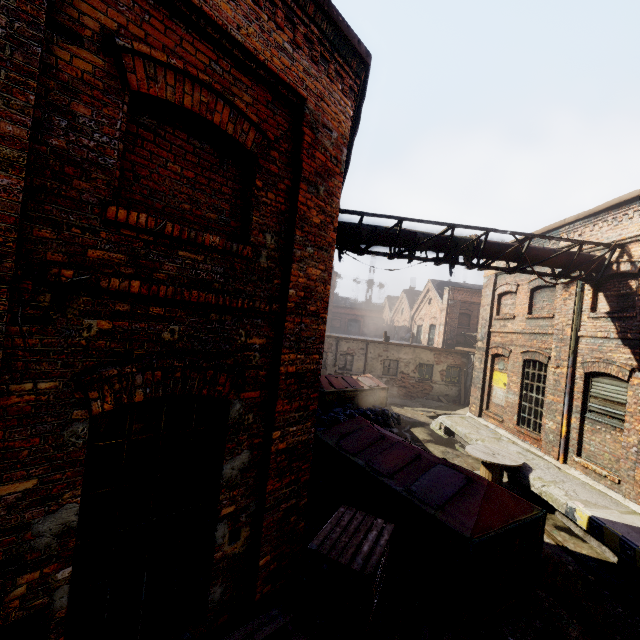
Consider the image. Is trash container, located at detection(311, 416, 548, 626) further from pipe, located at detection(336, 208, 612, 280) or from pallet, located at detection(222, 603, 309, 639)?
pipe, located at detection(336, 208, 612, 280)

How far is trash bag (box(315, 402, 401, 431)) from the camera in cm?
1236

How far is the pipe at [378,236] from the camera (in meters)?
8.45

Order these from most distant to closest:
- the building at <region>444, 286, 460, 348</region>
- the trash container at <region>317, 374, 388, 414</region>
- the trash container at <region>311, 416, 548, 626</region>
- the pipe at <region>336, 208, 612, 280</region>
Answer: the building at <region>444, 286, 460, 348</region> → the trash container at <region>317, 374, 388, 414</region> → the pipe at <region>336, 208, 612, 280</region> → the trash container at <region>311, 416, 548, 626</region>

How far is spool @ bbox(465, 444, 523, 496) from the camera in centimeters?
915cm

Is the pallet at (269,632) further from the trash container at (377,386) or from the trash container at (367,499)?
the trash container at (377,386)

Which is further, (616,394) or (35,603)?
(616,394)

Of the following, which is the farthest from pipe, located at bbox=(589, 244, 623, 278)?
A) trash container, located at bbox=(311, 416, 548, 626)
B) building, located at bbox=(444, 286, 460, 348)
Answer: building, located at bbox=(444, 286, 460, 348)
